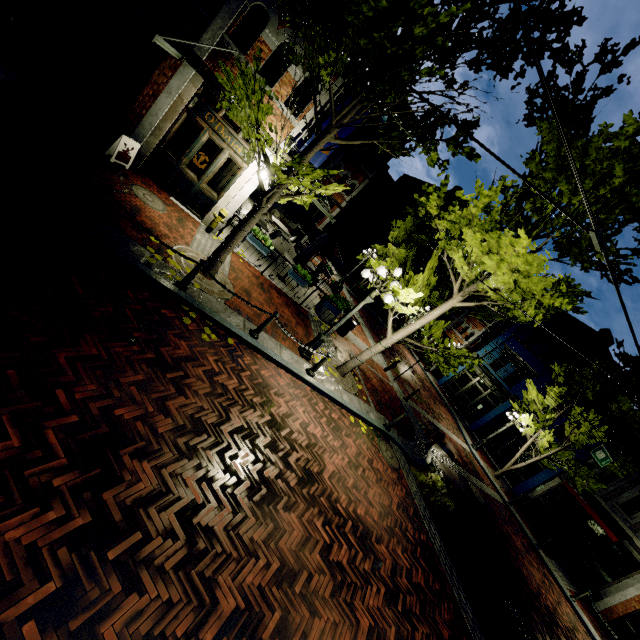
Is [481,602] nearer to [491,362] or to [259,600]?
[259,600]

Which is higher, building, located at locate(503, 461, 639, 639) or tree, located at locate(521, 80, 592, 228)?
tree, located at locate(521, 80, 592, 228)

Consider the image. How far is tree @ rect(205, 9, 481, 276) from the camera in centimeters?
571cm

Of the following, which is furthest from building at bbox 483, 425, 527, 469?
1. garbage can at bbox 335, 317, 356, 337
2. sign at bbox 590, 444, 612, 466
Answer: garbage can at bbox 335, 317, 356, 337

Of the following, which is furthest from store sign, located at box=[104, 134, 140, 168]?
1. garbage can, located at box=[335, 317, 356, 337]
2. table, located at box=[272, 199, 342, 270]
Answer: garbage can, located at box=[335, 317, 356, 337]

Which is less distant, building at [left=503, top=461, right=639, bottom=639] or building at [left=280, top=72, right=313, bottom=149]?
building at [left=280, top=72, right=313, bottom=149]

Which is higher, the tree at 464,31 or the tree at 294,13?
the tree at 464,31

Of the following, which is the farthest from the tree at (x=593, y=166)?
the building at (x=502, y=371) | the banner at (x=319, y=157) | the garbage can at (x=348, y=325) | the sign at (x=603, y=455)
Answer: the sign at (x=603, y=455)
